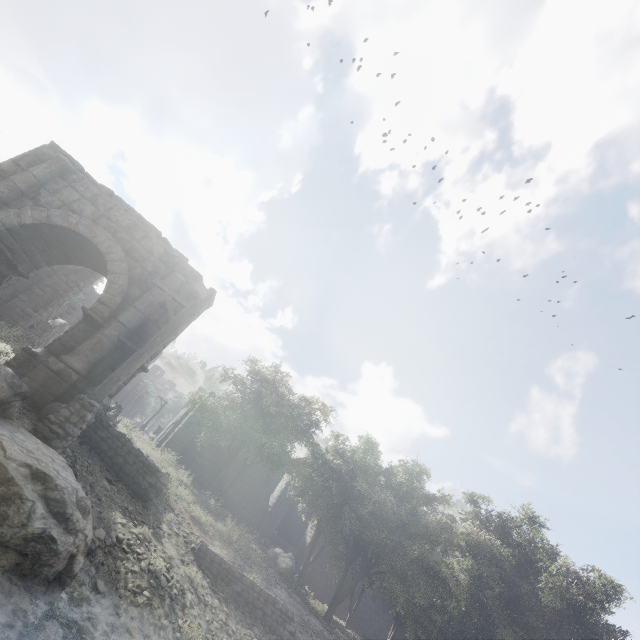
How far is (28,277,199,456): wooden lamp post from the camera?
7.19m

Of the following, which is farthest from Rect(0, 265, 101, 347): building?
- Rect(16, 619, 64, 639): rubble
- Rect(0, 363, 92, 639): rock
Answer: Rect(16, 619, 64, 639): rubble

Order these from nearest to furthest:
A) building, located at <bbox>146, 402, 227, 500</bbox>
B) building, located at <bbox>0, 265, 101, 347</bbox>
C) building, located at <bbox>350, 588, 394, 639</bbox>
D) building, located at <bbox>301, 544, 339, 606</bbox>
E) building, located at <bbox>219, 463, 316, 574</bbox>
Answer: building, located at <bbox>0, 265, 101, 347</bbox>, building, located at <bbox>146, 402, 227, 500</bbox>, building, located at <bbox>219, 463, 316, 574</bbox>, building, located at <bbox>301, 544, 339, 606</bbox>, building, located at <bbox>350, 588, 394, 639</bbox>

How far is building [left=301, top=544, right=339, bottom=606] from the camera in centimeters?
2654cm

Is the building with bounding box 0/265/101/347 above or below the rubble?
above

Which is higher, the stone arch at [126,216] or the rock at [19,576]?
the stone arch at [126,216]

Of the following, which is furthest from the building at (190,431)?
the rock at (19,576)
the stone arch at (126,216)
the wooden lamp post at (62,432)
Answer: the rock at (19,576)

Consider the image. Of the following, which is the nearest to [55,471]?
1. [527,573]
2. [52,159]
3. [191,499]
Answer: [191,499]
